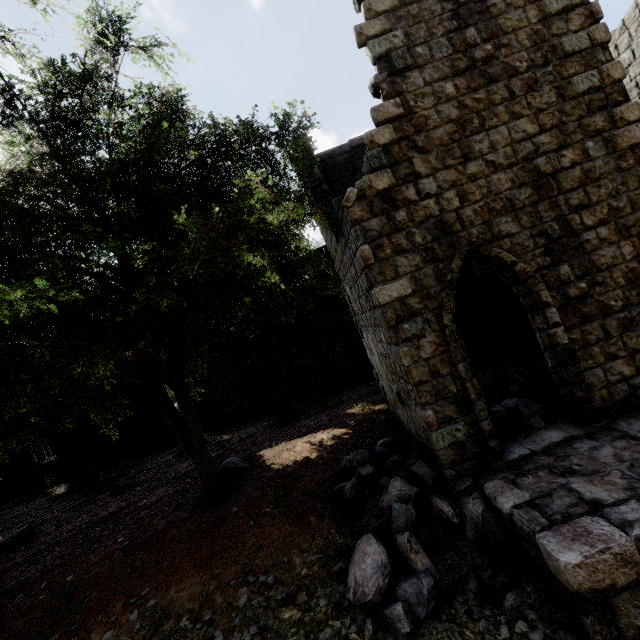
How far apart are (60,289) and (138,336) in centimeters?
535cm

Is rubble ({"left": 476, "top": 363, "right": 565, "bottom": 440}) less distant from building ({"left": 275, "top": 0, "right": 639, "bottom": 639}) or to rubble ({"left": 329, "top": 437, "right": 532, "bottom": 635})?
building ({"left": 275, "top": 0, "right": 639, "bottom": 639})

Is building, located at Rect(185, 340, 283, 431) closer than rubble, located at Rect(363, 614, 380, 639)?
No

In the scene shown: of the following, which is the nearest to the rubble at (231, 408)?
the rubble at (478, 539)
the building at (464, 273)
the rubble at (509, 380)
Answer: the building at (464, 273)

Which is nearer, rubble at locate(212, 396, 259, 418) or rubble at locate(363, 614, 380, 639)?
rubble at locate(363, 614, 380, 639)

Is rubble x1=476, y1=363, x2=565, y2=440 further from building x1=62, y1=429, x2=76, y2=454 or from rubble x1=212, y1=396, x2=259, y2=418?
rubble x1=212, y1=396, x2=259, y2=418
